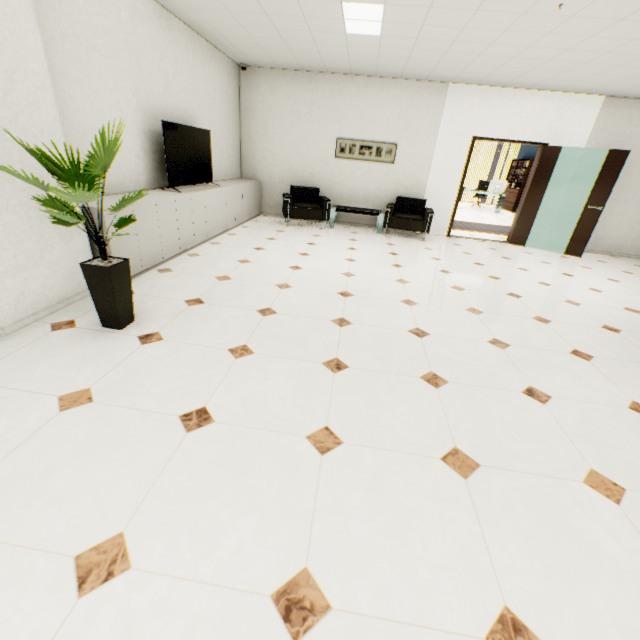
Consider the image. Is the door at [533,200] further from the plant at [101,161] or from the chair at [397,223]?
the plant at [101,161]

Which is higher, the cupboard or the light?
the light

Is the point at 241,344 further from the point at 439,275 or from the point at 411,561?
the point at 439,275

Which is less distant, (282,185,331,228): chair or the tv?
the tv

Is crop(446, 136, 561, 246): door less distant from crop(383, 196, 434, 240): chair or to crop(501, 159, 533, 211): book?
crop(383, 196, 434, 240): chair

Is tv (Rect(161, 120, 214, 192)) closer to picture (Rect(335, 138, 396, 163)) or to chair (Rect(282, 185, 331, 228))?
chair (Rect(282, 185, 331, 228))

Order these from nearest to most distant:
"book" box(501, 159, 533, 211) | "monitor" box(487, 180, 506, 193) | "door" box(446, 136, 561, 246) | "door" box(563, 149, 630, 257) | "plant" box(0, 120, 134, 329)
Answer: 1. "plant" box(0, 120, 134, 329)
2. "door" box(563, 149, 630, 257)
3. "door" box(446, 136, 561, 246)
4. "monitor" box(487, 180, 506, 193)
5. "book" box(501, 159, 533, 211)

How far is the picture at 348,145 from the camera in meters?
7.1 m
